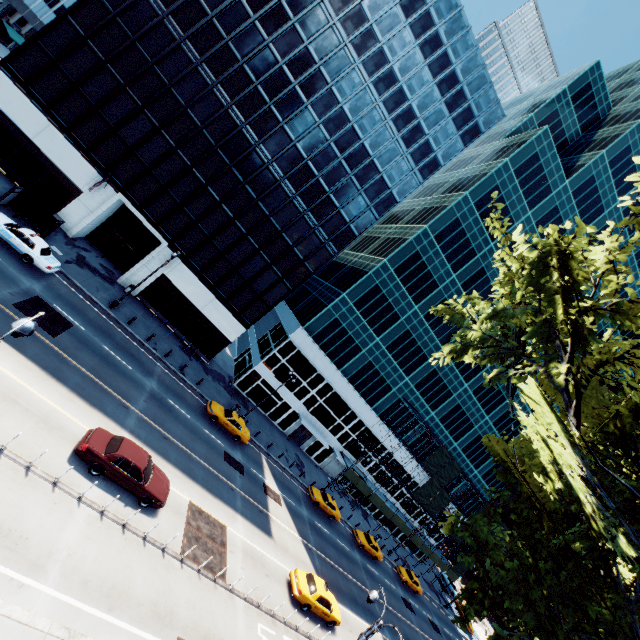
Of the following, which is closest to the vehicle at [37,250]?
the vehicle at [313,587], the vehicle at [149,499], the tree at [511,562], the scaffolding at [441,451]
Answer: the vehicle at [149,499]

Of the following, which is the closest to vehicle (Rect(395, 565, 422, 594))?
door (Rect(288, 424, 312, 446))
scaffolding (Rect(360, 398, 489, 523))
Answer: scaffolding (Rect(360, 398, 489, 523))

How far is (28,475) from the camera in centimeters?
1274cm

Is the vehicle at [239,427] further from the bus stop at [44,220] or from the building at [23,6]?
the building at [23,6]

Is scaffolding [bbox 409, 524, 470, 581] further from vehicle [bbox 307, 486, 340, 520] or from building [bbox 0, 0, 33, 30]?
building [bbox 0, 0, 33, 30]

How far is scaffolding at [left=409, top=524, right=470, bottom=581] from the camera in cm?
4972

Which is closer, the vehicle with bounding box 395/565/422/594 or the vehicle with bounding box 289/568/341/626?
the vehicle with bounding box 289/568/341/626
